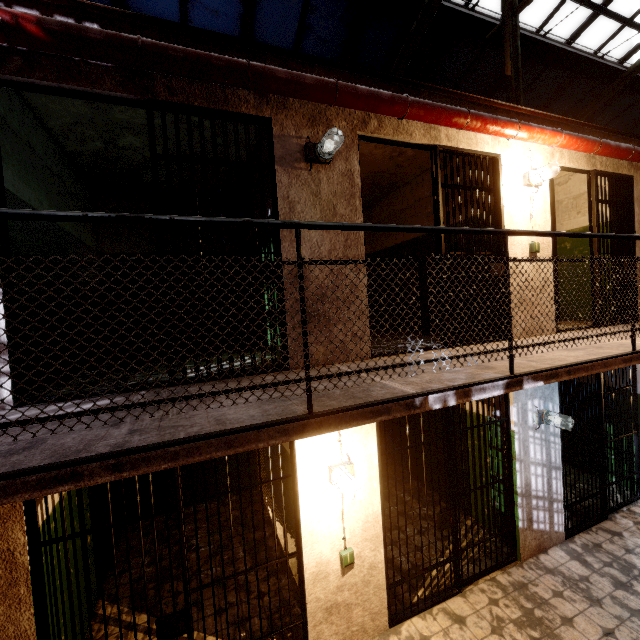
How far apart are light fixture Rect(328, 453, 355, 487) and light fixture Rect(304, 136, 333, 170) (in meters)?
2.94

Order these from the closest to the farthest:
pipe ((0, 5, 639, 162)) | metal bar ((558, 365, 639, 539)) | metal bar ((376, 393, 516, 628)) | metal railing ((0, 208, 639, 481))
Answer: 1. metal railing ((0, 208, 639, 481))
2. pipe ((0, 5, 639, 162))
3. metal bar ((376, 393, 516, 628))
4. metal bar ((558, 365, 639, 539))

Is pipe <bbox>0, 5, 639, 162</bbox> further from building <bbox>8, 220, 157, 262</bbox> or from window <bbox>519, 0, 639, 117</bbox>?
Answer: window <bbox>519, 0, 639, 117</bbox>

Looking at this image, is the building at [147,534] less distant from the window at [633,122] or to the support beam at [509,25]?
the support beam at [509,25]

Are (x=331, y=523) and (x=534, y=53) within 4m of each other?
no

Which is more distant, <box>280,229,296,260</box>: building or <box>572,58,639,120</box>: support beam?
<box>572,58,639,120</box>: support beam

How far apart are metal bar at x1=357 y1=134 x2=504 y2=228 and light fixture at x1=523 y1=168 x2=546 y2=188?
0.4 meters

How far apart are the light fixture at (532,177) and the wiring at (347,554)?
4.7 meters
